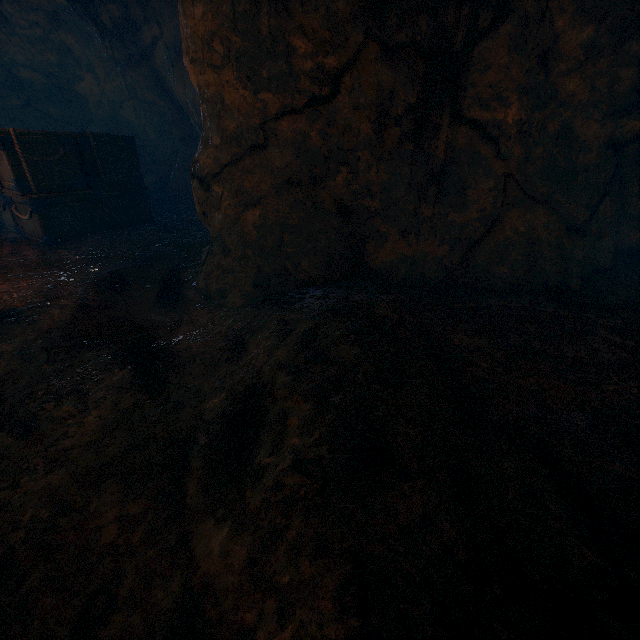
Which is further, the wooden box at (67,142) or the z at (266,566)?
the wooden box at (67,142)

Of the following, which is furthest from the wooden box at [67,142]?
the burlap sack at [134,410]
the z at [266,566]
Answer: the z at [266,566]

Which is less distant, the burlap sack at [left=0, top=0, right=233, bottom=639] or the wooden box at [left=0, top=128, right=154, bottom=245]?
the burlap sack at [left=0, top=0, right=233, bottom=639]

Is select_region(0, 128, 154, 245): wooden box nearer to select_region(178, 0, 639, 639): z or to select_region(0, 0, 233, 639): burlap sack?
select_region(0, 0, 233, 639): burlap sack

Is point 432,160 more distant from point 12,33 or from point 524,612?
point 12,33

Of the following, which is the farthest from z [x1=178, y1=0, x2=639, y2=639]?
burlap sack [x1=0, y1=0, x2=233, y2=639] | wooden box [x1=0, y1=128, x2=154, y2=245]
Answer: wooden box [x1=0, y1=128, x2=154, y2=245]
